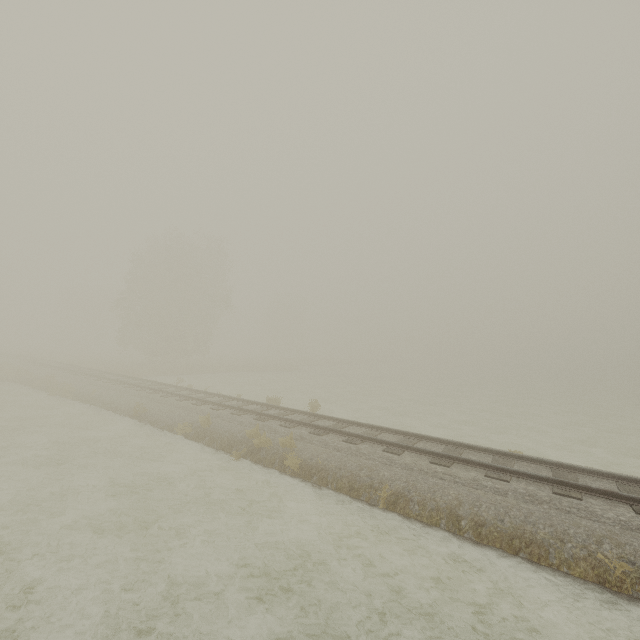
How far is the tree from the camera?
55.53m

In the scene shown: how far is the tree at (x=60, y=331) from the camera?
55.5m

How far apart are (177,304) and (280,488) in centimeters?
3420cm
